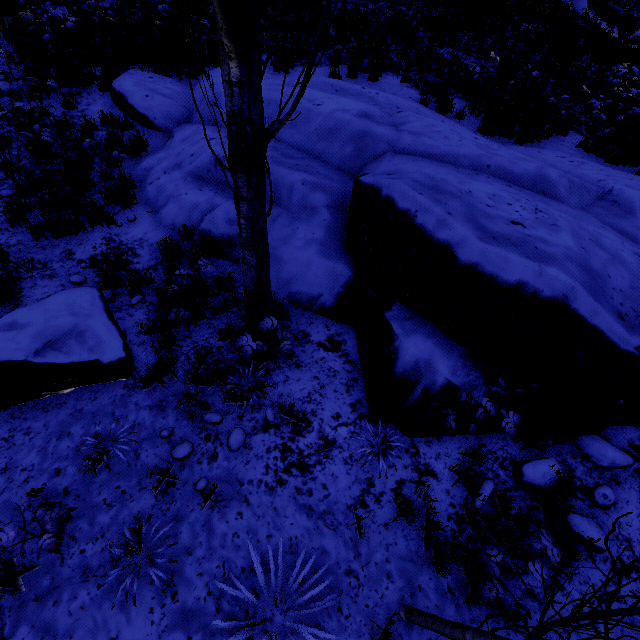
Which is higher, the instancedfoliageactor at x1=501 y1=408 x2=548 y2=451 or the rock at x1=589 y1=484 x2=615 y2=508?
the instancedfoliageactor at x1=501 y1=408 x2=548 y2=451

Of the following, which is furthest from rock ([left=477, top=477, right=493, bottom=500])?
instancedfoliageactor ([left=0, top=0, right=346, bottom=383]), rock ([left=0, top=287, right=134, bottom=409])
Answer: rock ([left=0, top=287, right=134, bottom=409])

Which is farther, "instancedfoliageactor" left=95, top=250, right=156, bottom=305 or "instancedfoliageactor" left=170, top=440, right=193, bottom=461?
"instancedfoliageactor" left=95, top=250, right=156, bottom=305

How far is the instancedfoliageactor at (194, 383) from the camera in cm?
391

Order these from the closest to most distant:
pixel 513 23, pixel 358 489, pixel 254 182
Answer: pixel 254 182 → pixel 358 489 → pixel 513 23
